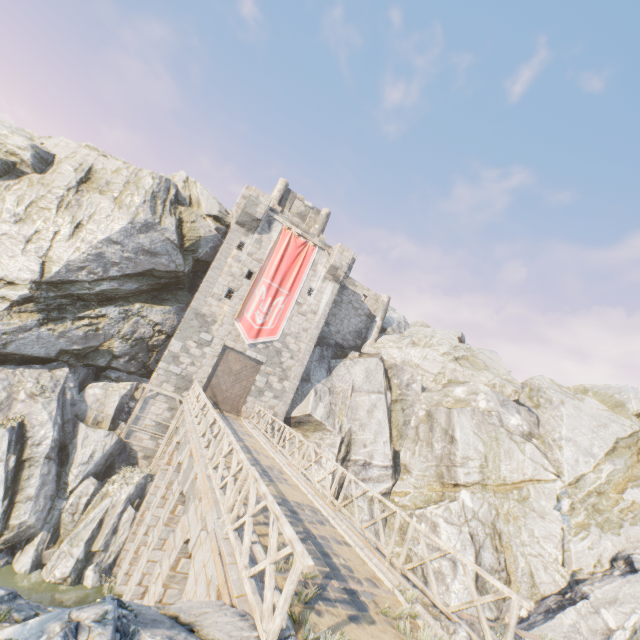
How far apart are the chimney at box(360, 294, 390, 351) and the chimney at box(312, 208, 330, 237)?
7.3 meters

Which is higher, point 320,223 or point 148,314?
point 320,223

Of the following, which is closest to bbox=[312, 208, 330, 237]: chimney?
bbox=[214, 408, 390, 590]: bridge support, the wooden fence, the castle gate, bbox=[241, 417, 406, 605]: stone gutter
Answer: the castle gate

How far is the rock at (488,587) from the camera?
16.20m

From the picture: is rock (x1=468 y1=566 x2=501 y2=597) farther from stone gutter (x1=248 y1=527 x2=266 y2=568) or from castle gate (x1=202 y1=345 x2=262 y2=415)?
castle gate (x1=202 y1=345 x2=262 y2=415)

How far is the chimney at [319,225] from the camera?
30.1 meters

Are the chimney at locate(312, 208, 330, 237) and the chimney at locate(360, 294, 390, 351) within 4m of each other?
no

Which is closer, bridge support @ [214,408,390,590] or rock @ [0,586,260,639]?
rock @ [0,586,260,639]
